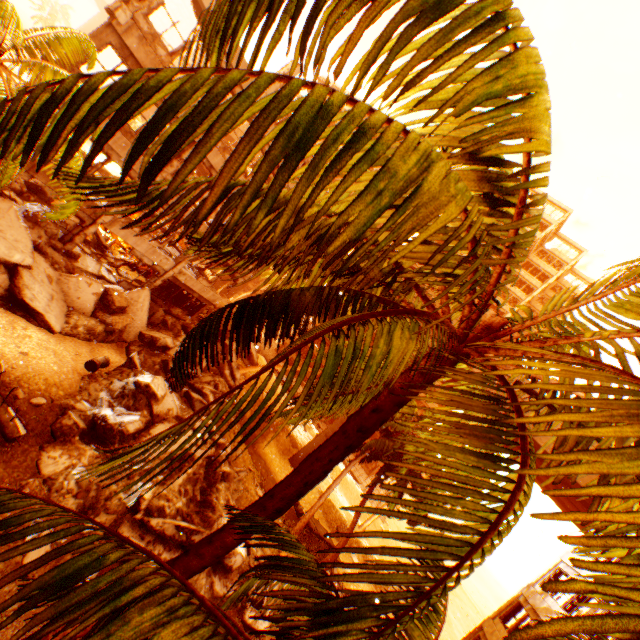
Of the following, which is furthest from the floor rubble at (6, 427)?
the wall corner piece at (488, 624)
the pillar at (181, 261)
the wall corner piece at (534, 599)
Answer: the wall corner piece at (488, 624)

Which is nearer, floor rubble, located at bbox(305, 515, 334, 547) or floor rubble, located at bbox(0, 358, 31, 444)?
floor rubble, located at bbox(0, 358, 31, 444)

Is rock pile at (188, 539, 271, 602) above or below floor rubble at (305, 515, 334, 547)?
above

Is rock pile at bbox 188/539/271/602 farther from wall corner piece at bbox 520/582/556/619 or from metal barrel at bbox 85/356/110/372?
wall corner piece at bbox 520/582/556/619

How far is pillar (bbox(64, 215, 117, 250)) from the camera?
15.1 meters

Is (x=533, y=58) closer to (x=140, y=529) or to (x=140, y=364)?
(x=140, y=529)

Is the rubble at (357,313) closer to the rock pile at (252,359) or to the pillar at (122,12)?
the rock pile at (252,359)

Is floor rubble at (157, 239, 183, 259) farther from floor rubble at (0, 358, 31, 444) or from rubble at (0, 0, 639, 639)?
floor rubble at (0, 358, 31, 444)
